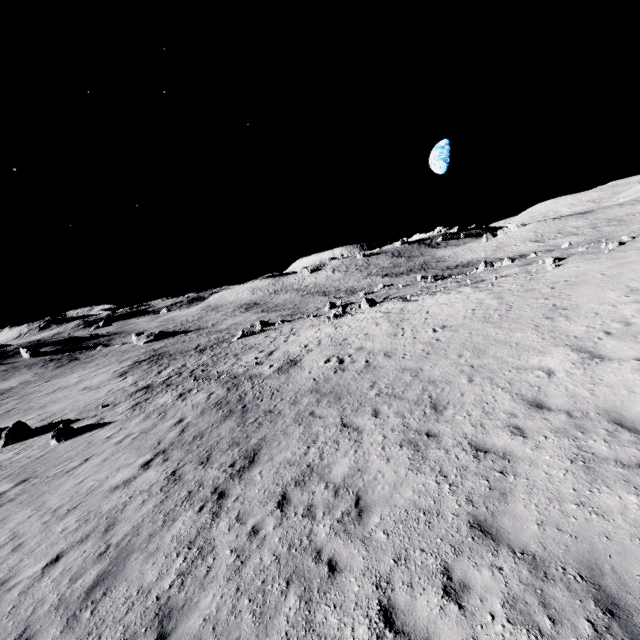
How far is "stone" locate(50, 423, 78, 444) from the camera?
17.3 meters

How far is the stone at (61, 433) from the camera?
17.3 meters

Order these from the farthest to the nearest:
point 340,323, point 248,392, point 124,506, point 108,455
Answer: point 340,323, point 248,392, point 108,455, point 124,506

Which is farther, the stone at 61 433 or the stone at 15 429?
the stone at 15 429

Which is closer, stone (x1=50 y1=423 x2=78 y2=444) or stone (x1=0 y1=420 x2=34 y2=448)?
stone (x1=50 y1=423 x2=78 y2=444)
